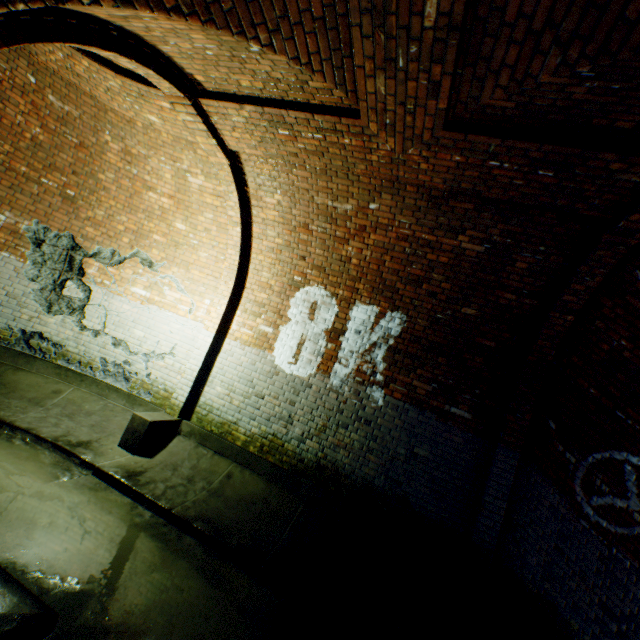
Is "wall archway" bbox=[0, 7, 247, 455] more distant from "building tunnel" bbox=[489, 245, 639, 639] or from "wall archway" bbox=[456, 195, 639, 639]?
"wall archway" bbox=[456, 195, 639, 639]

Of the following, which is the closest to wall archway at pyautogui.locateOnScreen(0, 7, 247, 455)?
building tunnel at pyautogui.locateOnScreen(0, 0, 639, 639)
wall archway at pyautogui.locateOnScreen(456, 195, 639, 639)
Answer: building tunnel at pyautogui.locateOnScreen(0, 0, 639, 639)

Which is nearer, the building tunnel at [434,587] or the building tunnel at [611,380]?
the building tunnel at [434,587]

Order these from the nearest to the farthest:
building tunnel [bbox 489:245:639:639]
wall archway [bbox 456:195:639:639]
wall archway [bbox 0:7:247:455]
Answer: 1. wall archway [bbox 0:7:247:455]
2. wall archway [bbox 456:195:639:639]
3. building tunnel [bbox 489:245:639:639]

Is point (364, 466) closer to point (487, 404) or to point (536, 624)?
point (487, 404)

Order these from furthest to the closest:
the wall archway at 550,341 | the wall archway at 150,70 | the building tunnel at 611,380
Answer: the building tunnel at 611,380 < the wall archway at 550,341 < the wall archway at 150,70
